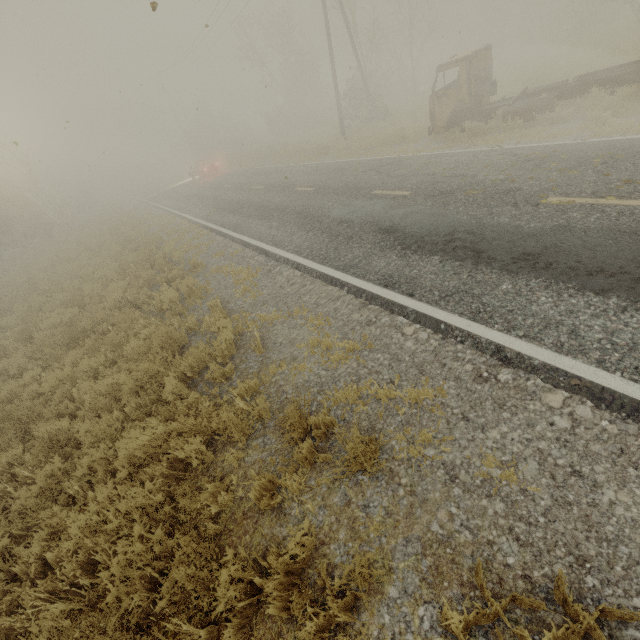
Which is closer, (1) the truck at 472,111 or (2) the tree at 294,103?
(1) the truck at 472,111

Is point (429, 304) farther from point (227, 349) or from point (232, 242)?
point (232, 242)

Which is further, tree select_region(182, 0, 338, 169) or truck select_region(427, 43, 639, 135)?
tree select_region(182, 0, 338, 169)
